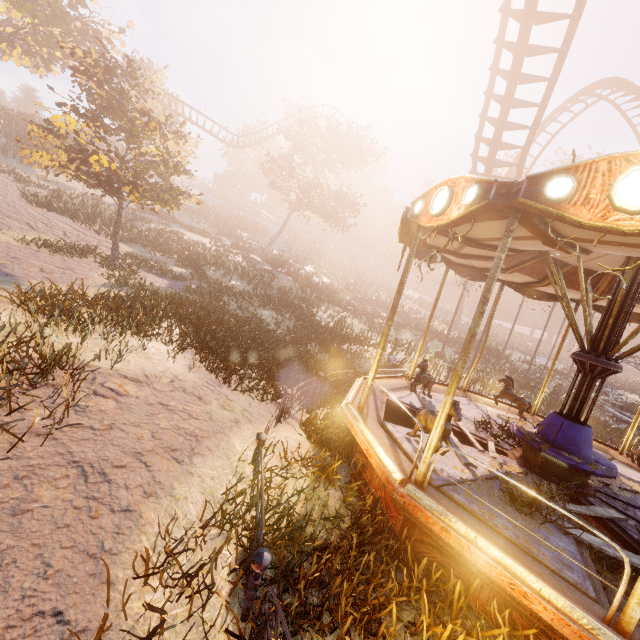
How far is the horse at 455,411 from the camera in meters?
4.5 m

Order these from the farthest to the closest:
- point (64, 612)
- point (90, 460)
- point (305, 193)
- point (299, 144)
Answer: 1. point (299, 144)
2. point (305, 193)
3. point (90, 460)
4. point (64, 612)

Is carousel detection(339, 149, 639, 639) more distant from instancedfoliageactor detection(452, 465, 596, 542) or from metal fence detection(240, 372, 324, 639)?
metal fence detection(240, 372, 324, 639)

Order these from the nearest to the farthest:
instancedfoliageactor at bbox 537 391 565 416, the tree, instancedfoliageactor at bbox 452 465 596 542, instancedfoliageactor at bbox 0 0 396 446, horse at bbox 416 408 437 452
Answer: instancedfoliageactor at bbox 452 465 596 542 → horse at bbox 416 408 437 452 → instancedfoliageactor at bbox 0 0 396 446 → instancedfoliageactor at bbox 537 391 565 416 → the tree

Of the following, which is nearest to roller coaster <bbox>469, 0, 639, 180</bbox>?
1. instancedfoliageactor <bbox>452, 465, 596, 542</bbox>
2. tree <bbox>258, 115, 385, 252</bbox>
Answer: tree <bbox>258, 115, 385, 252</bbox>

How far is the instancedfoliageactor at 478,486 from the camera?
3.96m

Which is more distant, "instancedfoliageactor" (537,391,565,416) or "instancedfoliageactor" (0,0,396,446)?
"instancedfoliageactor" (537,391,565,416)

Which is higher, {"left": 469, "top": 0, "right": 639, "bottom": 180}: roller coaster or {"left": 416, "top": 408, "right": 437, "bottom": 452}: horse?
{"left": 469, "top": 0, "right": 639, "bottom": 180}: roller coaster
